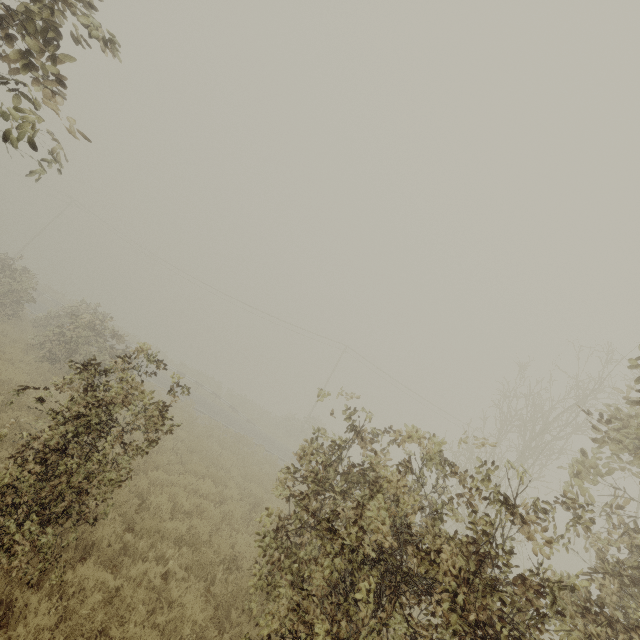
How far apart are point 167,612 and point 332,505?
3.03m

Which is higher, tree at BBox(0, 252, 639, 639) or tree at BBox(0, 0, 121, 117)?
tree at BBox(0, 0, 121, 117)

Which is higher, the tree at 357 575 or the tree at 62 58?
the tree at 62 58
